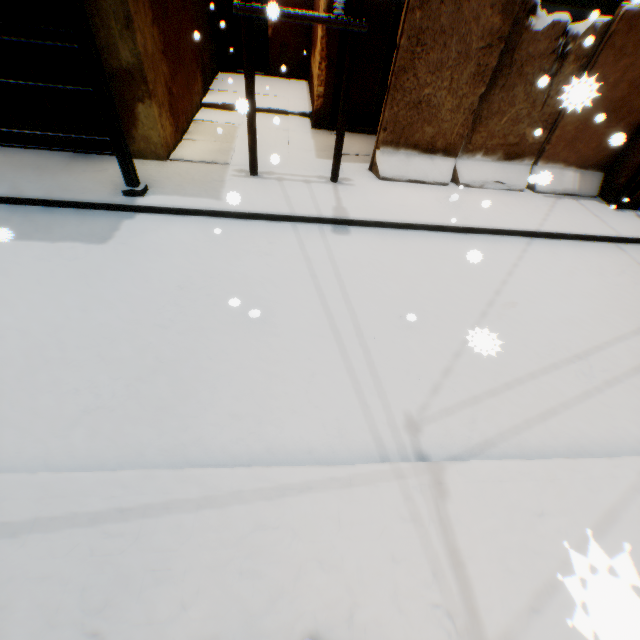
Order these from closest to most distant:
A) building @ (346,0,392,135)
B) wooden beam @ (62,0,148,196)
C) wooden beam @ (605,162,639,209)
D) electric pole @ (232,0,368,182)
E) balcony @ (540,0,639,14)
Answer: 1. wooden beam @ (62,0,148,196)
2. electric pole @ (232,0,368,182)
3. balcony @ (540,0,639,14)
4. wooden beam @ (605,162,639,209)
5. building @ (346,0,392,135)

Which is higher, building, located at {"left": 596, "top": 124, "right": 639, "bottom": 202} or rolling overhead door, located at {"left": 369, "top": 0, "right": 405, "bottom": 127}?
rolling overhead door, located at {"left": 369, "top": 0, "right": 405, "bottom": 127}

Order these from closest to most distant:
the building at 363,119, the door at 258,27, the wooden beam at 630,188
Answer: the wooden beam at 630,188 → the building at 363,119 → the door at 258,27

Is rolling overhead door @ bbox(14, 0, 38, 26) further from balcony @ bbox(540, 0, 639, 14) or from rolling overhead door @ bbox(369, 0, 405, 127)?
rolling overhead door @ bbox(369, 0, 405, 127)

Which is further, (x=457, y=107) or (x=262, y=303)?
(x=457, y=107)

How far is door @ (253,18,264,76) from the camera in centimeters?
1143cm

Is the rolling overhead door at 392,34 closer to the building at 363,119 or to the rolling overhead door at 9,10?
the building at 363,119

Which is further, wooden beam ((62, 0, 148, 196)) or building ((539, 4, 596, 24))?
building ((539, 4, 596, 24))
